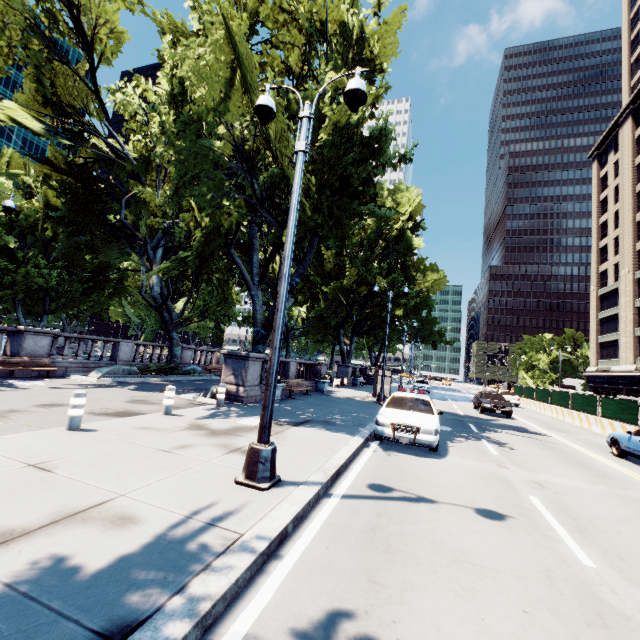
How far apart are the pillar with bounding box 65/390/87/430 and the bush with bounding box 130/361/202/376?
13.1 meters

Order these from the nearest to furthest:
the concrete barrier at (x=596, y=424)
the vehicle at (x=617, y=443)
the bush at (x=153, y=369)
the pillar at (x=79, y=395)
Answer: the pillar at (x=79, y=395) → the vehicle at (x=617, y=443) → the concrete barrier at (x=596, y=424) → the bush at (x=153, y=369)

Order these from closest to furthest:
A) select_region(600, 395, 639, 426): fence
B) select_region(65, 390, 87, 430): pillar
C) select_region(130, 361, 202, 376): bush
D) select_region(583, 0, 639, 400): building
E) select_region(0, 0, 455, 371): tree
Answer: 1. select_region(65, 390, 87, 430): pillar
2. select_region(0, 0, 455, 371): tree
3. select_region(600, 395, 639, 426): fence
4. select_region(130, 361, 202, 376): bush
5. select_region(583, 0, 639, 400): building

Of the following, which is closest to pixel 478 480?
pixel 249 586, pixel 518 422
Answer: pixel 249 586

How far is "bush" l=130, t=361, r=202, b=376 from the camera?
19.39m

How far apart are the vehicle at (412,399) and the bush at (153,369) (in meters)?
14.51

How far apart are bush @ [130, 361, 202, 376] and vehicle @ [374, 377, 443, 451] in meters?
14.5 m

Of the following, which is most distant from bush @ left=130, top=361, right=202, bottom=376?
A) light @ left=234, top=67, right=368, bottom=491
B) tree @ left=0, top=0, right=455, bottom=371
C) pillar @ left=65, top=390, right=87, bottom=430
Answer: light @ left=234, top=67, right=368, bottom=491
